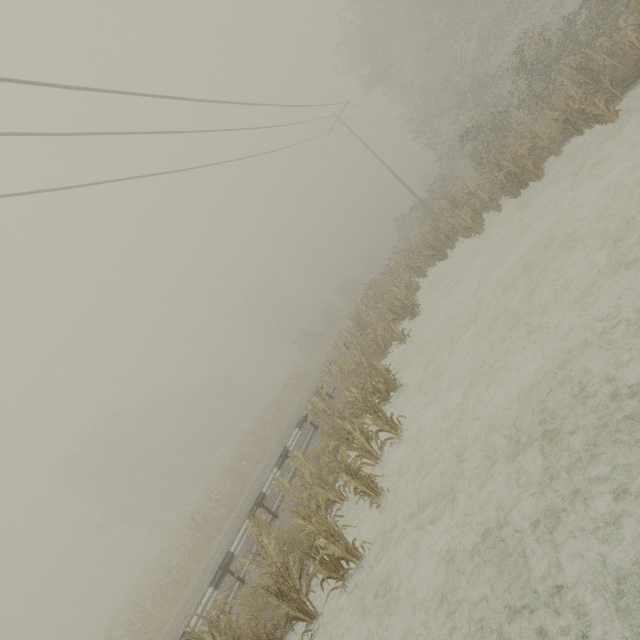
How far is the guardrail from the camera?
8.9 meters

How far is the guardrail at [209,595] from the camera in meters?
8.9 m

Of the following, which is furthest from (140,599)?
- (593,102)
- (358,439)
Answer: (593,102)
